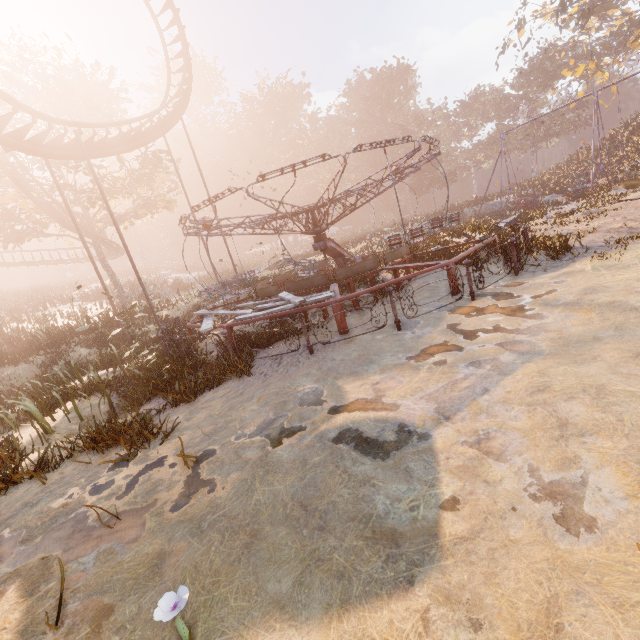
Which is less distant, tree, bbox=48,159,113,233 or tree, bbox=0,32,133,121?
tree, bbox=0,32,133,121

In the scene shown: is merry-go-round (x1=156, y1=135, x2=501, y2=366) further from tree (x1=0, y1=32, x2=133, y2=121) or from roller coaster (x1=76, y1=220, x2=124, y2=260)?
tree (x1=0, y1=32, x2=133, y2=121)

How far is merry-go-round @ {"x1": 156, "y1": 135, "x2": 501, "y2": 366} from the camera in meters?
7.7

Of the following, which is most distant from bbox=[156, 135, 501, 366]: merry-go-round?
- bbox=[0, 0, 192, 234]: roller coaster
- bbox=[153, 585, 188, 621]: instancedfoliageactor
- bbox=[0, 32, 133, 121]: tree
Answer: A: bbox=[0, 32, 133, 121]: tree

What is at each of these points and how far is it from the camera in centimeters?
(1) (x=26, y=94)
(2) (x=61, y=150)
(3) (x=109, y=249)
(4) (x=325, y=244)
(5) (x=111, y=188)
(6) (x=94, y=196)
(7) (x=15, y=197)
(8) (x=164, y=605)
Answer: (1) tree, 2086cm
(2) roller coaster, 1427cm
(3) roller coaster, 3475cm
(4) merry-go-round, 1279cm
(5) tree, 2491cm
(6) tree, 3216cm
(7) tree, 2134cm
(8) instancedfoliageactor, 209cm

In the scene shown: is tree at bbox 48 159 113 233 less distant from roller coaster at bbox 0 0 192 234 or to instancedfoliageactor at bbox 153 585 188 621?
roller coaster at bbox 0 0 192 234

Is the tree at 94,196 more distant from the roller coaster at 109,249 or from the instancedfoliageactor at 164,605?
the instancedfoliageactor at 164,605

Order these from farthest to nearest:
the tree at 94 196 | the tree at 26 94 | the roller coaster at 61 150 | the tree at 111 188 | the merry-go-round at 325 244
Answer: the tree at 111 188 < the tree at 94 196 < the tree at 26 94 < the roller coaster at 61 150 < the merry-go-round at 325 244
